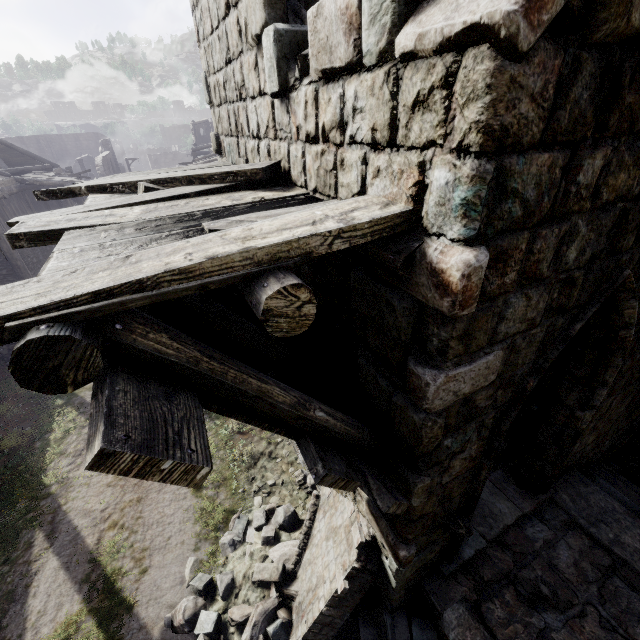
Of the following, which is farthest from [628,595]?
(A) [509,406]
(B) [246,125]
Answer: (B) [246,125]

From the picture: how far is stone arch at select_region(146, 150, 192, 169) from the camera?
55.5m

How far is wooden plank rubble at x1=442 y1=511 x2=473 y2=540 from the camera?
3.5m

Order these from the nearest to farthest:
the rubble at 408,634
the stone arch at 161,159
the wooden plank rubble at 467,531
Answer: the wooden plank rubble at 467,531, the rubble at 408,634, the stone arch at 161,159

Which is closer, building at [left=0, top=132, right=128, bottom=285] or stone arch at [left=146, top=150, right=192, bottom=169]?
building at [left=0, top=132, right=128, bottom=285]

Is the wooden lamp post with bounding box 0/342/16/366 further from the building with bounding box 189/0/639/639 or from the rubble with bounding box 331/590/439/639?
the rubble with bounding box 331/590/439/639

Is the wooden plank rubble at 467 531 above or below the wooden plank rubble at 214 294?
below

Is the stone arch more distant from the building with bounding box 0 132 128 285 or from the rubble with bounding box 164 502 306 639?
the rubble with bounding box 164 502 306 639
